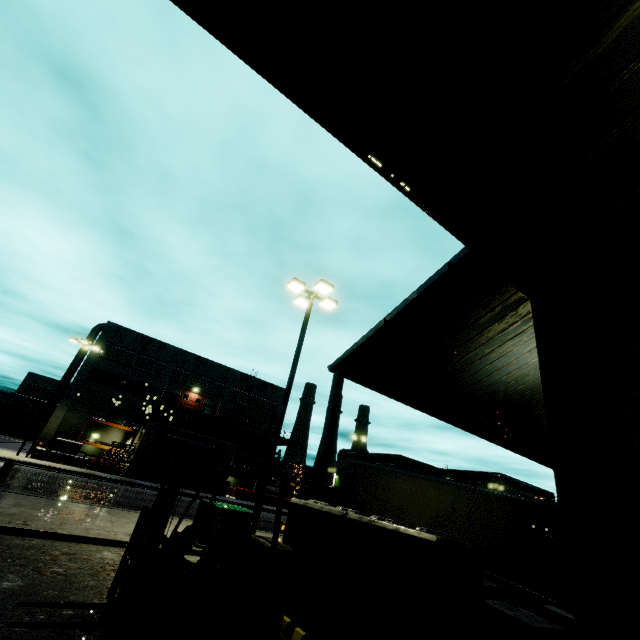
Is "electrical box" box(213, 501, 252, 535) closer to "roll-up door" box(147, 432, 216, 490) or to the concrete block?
the concrete block

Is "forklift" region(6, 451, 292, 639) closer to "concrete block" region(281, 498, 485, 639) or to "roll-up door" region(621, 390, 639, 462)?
"concrete block" region(281, 498, 485, 639)

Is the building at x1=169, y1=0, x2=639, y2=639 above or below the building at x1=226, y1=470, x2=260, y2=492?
above

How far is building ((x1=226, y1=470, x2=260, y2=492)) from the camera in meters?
40.6 m

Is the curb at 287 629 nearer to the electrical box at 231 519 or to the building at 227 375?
the building at 227 375

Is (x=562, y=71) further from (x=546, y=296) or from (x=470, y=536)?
(x=470, y=536)

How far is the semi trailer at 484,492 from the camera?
10.2 meters

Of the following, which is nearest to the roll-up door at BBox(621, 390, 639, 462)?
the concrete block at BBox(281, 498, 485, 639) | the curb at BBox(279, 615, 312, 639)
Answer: the concrete block at BBox(281, 498, 485, 639)
